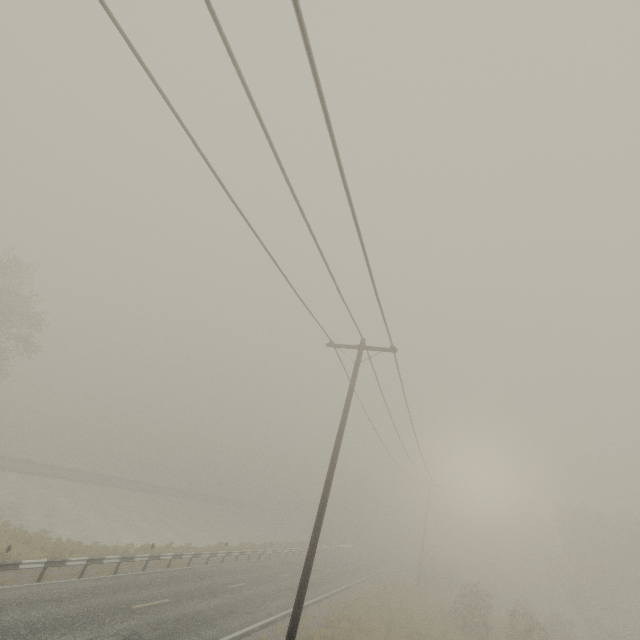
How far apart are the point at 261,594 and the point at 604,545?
39.4m
